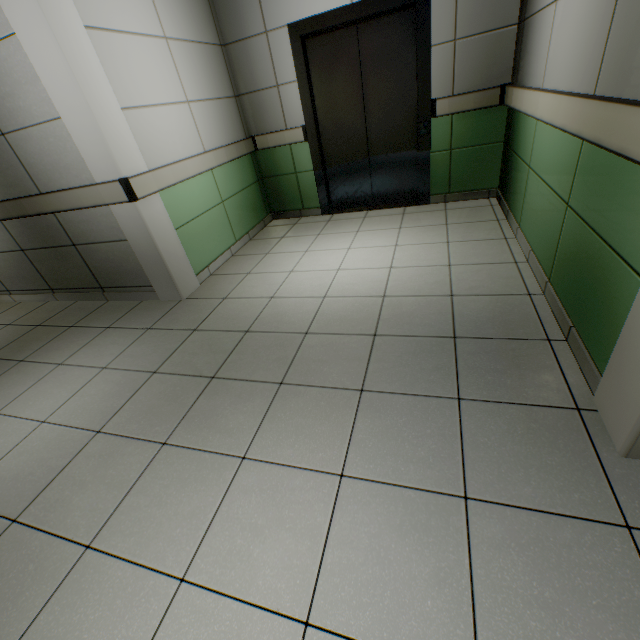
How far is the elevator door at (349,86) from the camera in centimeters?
350cm

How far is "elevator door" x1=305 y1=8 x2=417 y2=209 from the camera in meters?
3.5 m

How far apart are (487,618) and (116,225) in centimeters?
351cm
